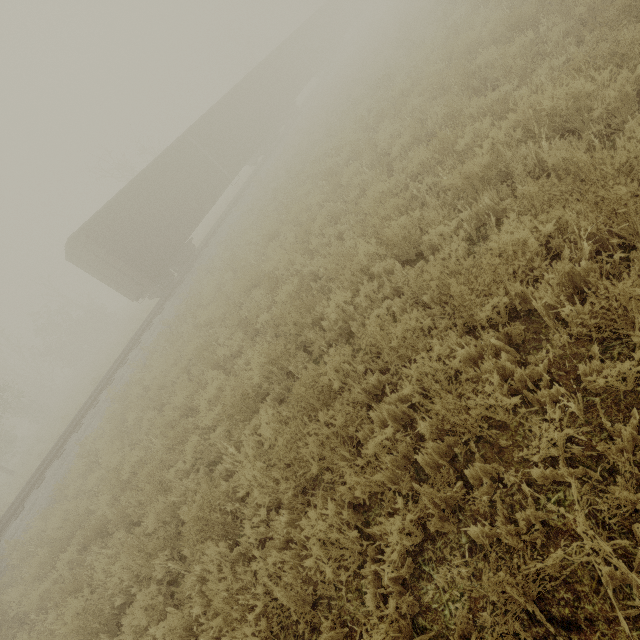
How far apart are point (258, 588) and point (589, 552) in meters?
2.7

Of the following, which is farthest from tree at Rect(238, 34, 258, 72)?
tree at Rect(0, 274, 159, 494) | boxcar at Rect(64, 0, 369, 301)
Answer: boxcar at Rect(64, 0, 369, 301)

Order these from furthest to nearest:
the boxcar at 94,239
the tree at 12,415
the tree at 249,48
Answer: the tree at 249,48 → the tree at 12,415 → the boxcar at 94,239

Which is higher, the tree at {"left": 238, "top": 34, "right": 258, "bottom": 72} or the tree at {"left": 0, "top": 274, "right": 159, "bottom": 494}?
the tree at {"left": 238, "top": 34, "right": 258, "bottom": 72}

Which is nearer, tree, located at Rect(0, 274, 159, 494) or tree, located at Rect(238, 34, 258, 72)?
tree, located at Rect(0, 274, 159, 494)

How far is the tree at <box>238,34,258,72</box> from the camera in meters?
41.2

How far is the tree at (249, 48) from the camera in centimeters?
4119cm
